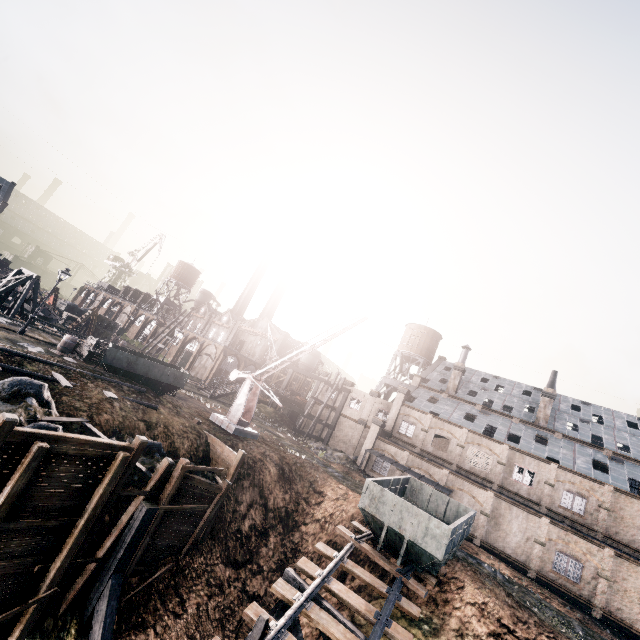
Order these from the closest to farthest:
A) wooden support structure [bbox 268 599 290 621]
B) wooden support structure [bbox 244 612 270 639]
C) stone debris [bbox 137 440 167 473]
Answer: wooden support structure [bbox 244 612 270 639] → wooden support structure [bbox 268 599 290 621] → stone debris [bbox 137 440 167 473]

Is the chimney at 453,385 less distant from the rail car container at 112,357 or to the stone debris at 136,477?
the rail car container at 112,357

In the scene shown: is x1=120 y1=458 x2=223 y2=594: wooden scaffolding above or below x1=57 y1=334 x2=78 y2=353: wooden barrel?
below

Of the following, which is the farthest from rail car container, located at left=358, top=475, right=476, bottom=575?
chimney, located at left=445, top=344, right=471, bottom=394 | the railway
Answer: chimney, located at left=445, top=344, right=471, bottom=394

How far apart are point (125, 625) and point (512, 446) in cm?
3816

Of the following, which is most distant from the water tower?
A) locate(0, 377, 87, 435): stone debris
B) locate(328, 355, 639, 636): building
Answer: locate(0, 377, 87, 435): stone debris

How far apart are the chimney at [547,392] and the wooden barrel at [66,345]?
50.23m

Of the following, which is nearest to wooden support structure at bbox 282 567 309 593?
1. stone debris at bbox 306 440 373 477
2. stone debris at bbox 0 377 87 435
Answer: stone debris at bbox 0 377 87 435
